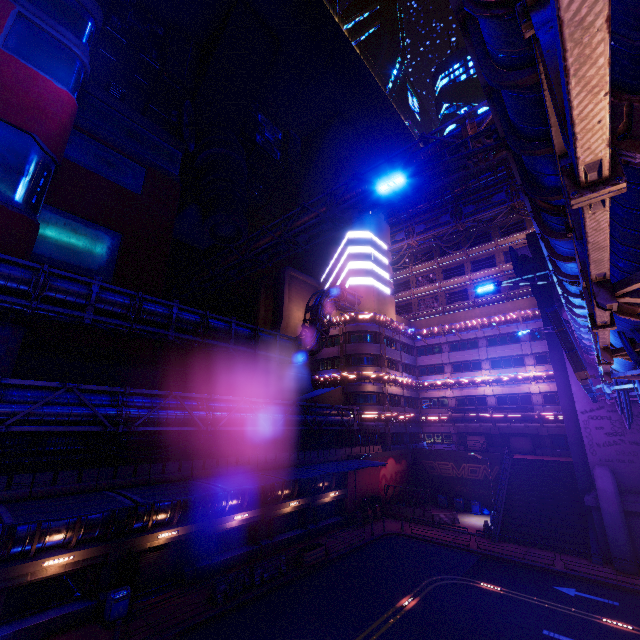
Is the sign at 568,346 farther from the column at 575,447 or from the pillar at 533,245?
the pillar at 533,245

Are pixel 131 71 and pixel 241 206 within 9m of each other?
no

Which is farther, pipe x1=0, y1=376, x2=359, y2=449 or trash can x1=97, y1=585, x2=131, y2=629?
trash can x1=97, y1=585, x2=131, y2=629

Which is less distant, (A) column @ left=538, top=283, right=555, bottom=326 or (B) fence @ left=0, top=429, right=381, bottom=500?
(B) fence @ left=0, top=429, right=381, bottom=500

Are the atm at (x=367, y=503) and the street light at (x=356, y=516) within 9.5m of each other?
yes

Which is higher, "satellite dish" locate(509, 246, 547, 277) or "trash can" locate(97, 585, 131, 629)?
"satellite dish" locate(509, 246, 547, 277)

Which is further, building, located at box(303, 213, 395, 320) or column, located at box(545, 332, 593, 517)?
building, located at box(303, 213, 395, 320)

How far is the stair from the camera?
24.7 meters
